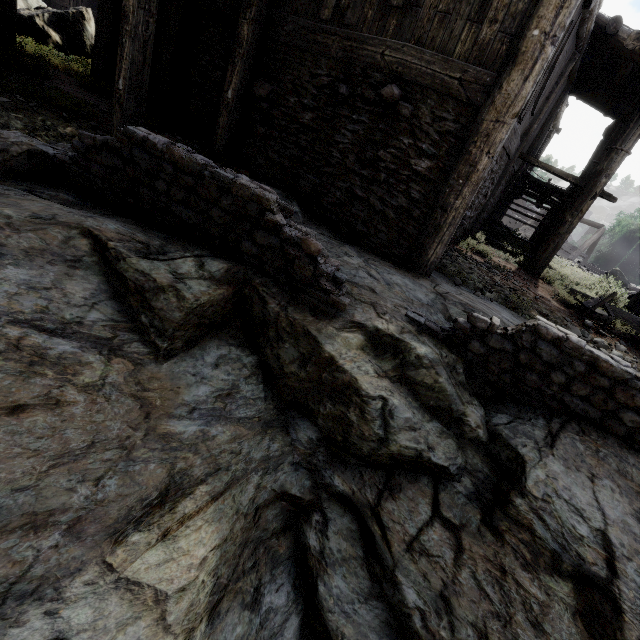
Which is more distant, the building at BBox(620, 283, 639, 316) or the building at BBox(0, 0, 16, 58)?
the building at BBox(620, 283, 639, 316)

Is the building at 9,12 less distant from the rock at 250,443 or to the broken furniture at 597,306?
the rock at 250,443

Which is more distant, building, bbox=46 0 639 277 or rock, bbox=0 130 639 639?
building, bbox=46 0 639 277

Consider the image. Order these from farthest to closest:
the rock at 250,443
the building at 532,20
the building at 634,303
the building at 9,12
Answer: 1. the building at 634,303
2. the building at 9,12
3. the building at 532,20
4. the rock at 250,443

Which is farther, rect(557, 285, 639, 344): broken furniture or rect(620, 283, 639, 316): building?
rect(620, 283, 639, 316): building

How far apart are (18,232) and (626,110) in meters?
13.2

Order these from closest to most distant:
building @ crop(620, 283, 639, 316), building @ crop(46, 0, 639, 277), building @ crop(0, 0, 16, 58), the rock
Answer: the rock → building @ crop(46, 0, 639, 277) → building @ crop(0, 0, 16, 58) → building @ crop(620, 283, 639, 316)

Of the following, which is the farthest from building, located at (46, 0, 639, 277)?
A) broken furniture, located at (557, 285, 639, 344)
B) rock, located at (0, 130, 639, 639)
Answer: broken furniture, located at (557, 285, 639, 344)
